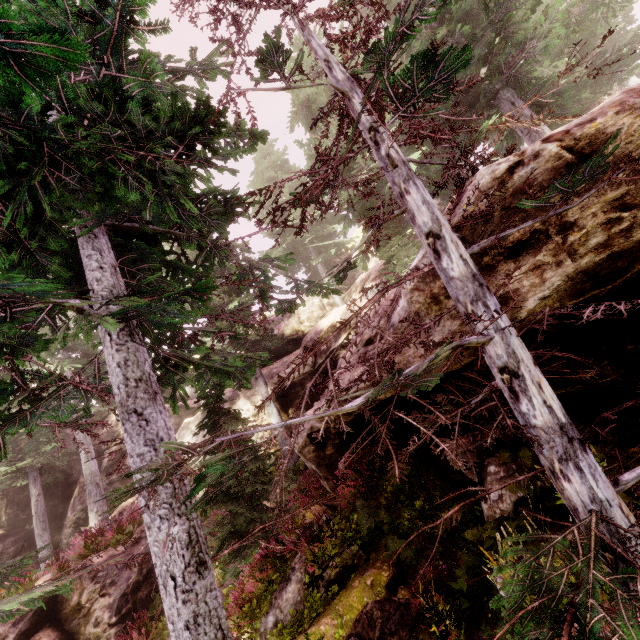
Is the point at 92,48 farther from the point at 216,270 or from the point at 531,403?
the point at 216,270

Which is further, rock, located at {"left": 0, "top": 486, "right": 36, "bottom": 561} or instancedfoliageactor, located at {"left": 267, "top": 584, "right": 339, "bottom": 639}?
rock, located at {"left": 0, "top": 486, "right": 36, "bottom": 561}

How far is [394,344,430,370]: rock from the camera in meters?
4.8 m

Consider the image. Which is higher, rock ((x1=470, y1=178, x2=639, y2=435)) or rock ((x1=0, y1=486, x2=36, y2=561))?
rock ((x1=0, y1=486, x2=36, y2=561))

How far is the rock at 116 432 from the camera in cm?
2230
